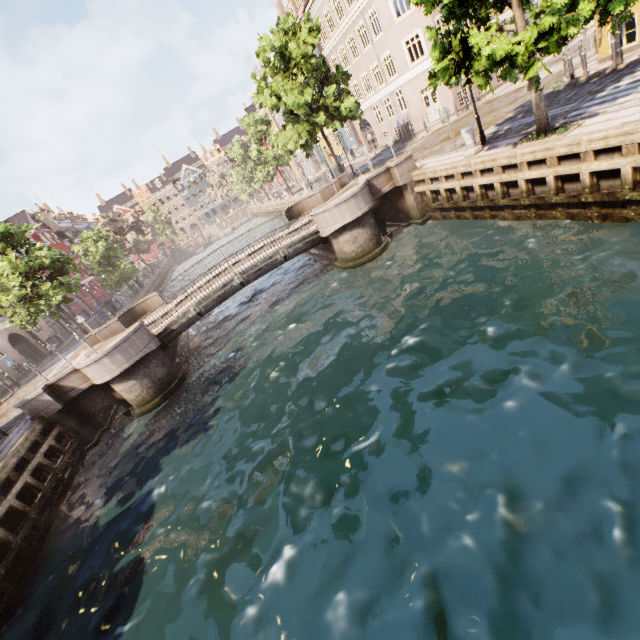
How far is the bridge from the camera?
13.71m

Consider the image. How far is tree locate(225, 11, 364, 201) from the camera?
19.75m

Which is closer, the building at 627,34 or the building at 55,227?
the building at 627,34

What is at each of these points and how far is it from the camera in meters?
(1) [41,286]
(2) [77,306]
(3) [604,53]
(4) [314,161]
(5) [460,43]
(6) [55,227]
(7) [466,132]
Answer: (1) tree, 19.2
(2) building, 42.2
(3) building, 14.9
(4) building, 51.2
(5) tree, 8.7
(6) building, 51.6
(7) pillar, 12.8

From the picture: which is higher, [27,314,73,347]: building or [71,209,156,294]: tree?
[71,209,156,294]: tree

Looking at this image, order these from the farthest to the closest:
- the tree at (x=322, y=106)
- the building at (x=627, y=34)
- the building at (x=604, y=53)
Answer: the tree at (x=322, y=106)
the building at (x=604, y=53)
the building at (x=627, y=34)

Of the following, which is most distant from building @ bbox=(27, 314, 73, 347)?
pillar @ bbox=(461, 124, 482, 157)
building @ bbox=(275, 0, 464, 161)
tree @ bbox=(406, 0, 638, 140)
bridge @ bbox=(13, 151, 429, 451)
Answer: building @ bbox=(275, 0, 464, 161)
